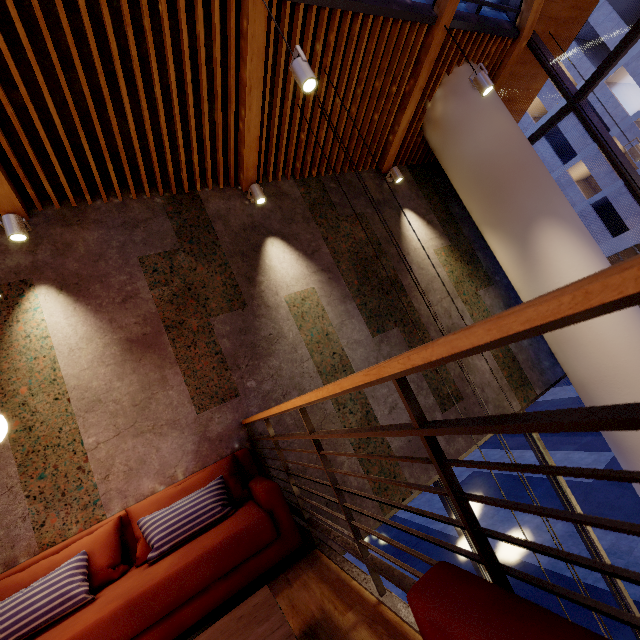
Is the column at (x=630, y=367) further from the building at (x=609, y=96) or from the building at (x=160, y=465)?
the building at (x=609, y=96)

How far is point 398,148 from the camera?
5.62m

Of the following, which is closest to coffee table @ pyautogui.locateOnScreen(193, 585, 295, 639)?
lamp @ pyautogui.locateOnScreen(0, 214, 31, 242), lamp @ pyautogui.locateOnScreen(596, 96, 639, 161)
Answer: lamp @ pyautogui.locateOnScreen(0, 214, 31, 242)

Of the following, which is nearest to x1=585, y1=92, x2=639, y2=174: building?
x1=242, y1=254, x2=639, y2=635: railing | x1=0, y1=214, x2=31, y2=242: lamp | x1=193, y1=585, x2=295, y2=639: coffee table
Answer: x1=242, y1=254, x2=639, y2=635: railing

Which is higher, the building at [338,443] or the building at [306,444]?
the building at [306,444]

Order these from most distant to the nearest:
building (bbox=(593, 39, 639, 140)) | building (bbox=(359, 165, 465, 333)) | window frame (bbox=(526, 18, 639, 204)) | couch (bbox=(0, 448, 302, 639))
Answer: building (bbox=(593, 39, 639, 140)) < building (bbox=(359, 165, 465, 333)) < window frame (bbox=(526, 18, 639, 204)) < couch (bbox=(0, 448, 302, 639))

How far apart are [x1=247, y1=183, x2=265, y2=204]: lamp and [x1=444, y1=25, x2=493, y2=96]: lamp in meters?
3.1 m

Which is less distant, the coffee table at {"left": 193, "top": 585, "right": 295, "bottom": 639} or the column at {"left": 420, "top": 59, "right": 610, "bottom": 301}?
the coffee table at {"left": 193, "top": 585, "right": 295, "bottom": 639}
